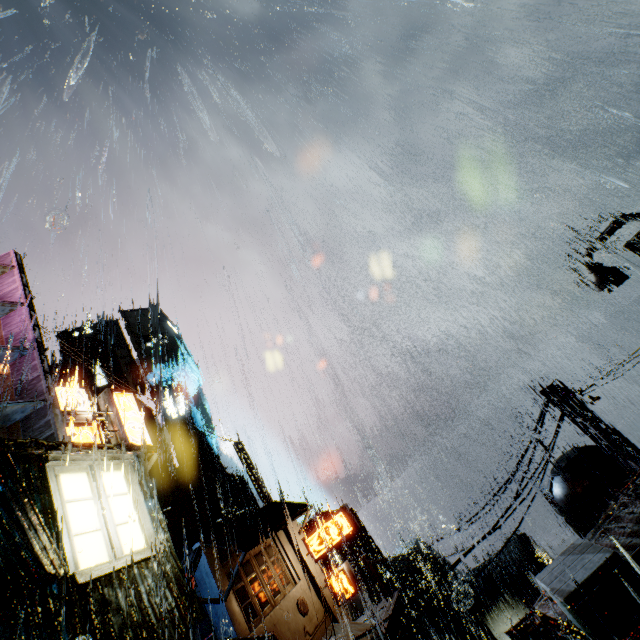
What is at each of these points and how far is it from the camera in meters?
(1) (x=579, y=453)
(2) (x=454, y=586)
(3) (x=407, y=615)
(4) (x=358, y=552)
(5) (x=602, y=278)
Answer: (1) building vent, 15.2
(2) rock, 58.6
(3) gear, 38.2
(4) building, 47.4
(5) street light, 11.8

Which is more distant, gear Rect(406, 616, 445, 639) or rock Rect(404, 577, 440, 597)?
rock Rect(404, 577, 440, 597)

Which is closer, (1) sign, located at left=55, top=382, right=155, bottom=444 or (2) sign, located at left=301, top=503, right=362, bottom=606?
(1) sign, located at left=55, top=382, right=155, bottom=444

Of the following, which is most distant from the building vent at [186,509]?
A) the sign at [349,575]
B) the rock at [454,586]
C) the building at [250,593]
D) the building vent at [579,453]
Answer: the building vent at [579,453]

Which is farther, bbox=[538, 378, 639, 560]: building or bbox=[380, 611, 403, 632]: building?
bbox=[380, 611, 403, 632]: building

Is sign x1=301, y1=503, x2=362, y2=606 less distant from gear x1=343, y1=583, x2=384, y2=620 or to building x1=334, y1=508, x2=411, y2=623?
building x1=334, y1=508, x2=411, y2=623

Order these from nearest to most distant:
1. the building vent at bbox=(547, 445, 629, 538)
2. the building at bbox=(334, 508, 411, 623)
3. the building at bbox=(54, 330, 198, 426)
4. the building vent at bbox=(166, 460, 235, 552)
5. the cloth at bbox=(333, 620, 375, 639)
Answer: the building vent at bbox=(547, 445, 629, 538)
the cloth at bbox=(333, 620, 375, 639)
the building at bbox=(334, 508, 411, 623)
the building vent at bbox=(166, 460, 235, 552)
the building at bbox=(54, 330, 198, 426)

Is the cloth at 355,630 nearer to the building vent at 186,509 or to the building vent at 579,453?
the building vent at 579,453
